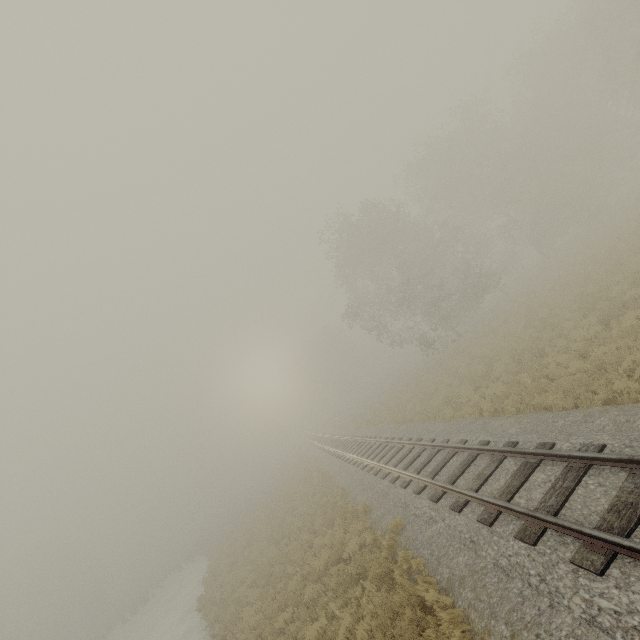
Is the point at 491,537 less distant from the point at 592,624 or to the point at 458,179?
the point at 592,624
